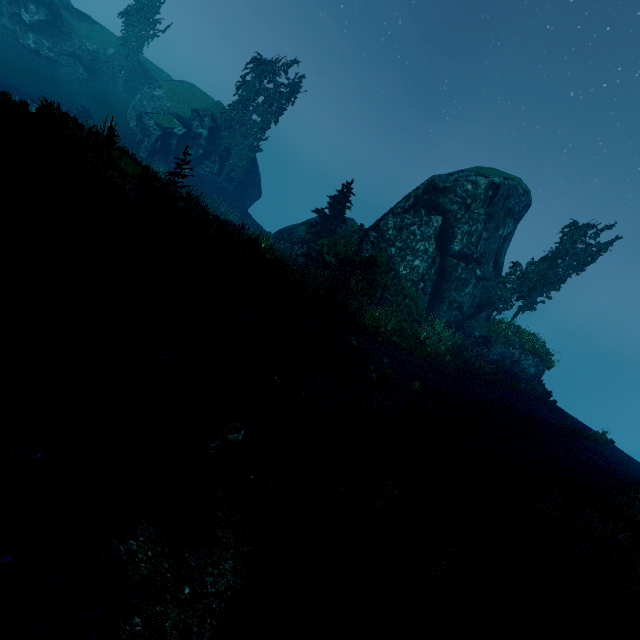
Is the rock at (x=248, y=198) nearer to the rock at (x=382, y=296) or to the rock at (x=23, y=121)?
the rock at (x=382, y=296)

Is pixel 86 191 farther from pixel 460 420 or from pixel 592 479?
pixel 592 479

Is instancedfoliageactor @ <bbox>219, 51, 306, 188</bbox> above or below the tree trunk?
above

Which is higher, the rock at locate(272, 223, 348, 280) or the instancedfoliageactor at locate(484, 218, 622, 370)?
the instancedfoliageactor at locate(484, 218, 622, 370)

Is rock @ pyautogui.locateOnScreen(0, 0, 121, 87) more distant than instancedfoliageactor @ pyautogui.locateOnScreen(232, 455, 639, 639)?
Yes

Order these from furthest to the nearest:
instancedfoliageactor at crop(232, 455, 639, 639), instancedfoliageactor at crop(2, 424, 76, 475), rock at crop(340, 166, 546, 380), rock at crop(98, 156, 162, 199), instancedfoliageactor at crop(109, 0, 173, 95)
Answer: instancedfoliageactor at crop(109, 0, 173, 95) → rock at crop(340, 166, 546, 380) → rock at crop(98, 156, 162, 199) → instancedfoliageactor at crop(232, 455, 639, 639) → instancedfoliageactor at crop(2, 424, 76, 475)

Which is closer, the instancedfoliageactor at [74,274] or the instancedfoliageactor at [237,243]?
the instancedfoliageactor at [74,274]

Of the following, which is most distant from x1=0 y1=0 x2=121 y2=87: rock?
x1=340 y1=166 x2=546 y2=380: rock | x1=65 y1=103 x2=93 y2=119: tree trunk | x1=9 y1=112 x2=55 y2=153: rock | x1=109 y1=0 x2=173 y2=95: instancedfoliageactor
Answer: x1=9 y1=112 x2=55 y2=153: rock
